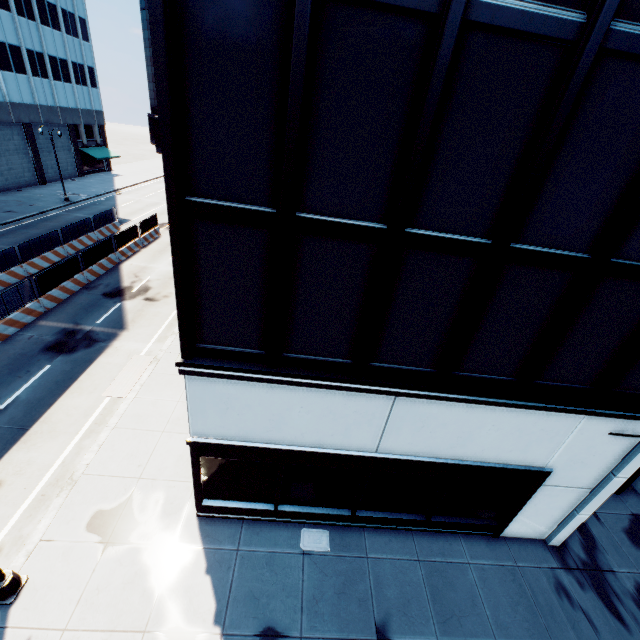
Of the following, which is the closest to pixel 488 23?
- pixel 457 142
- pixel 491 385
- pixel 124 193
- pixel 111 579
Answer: pixel 457 142

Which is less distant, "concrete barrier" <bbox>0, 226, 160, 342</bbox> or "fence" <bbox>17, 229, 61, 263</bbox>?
"concrete barrier" <bbox>0, 226, 160, 342</bbox>

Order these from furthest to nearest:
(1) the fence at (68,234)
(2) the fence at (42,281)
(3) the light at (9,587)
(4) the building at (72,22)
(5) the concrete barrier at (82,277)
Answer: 1. (4) the building at (72,22)
2. (1) the fence at (68,234)
3. (2) the fence at (42,281)
4. (5) the concrete barrier at (82,277)
5. (3) the light at (9,587)

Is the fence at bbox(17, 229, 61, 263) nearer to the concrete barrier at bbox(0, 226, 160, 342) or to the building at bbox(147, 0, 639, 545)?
the concrete barrier at bbox(0, 226, 160, 342)

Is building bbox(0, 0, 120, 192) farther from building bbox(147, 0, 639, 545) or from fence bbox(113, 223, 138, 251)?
building bbox(147, 0, 639, 545)

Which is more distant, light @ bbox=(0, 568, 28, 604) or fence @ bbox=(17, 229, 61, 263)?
fence @ bbox=(17, 229, 61, 263)

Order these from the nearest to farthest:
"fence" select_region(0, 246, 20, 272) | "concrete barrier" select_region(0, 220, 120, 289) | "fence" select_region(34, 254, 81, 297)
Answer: "fence" select_region(34, 254, 81, 297), "fence" select_region(0, 246, 20, 272), "concrete barrier" select_region(0, 220, 120, 289)

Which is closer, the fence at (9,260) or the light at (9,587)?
the light at (9,587)
